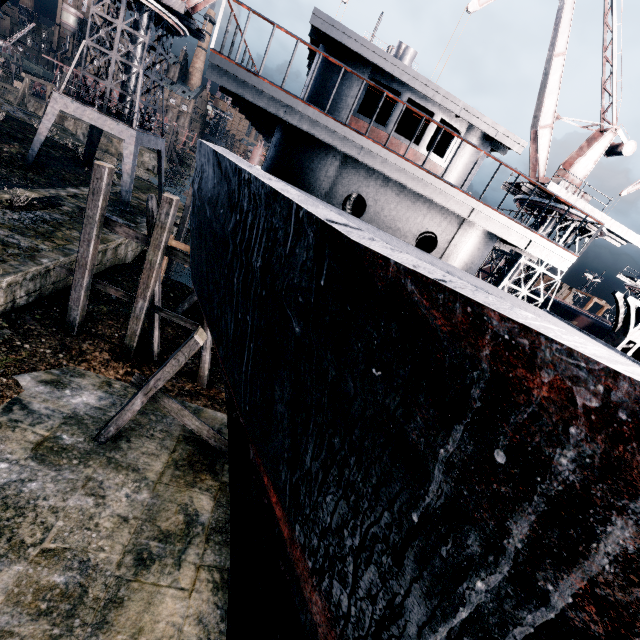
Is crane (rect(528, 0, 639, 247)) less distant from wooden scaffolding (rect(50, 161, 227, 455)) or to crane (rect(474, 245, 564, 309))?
crane (rect(474, 245, 564, 309))

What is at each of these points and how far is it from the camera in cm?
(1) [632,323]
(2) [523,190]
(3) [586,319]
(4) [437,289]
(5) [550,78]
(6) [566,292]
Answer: (1) building, 1362
(2) crane, 2417
(3) ship construction, 2462
(4) ship, 193
(5) crane, 2117
(6) wood pile, 3916

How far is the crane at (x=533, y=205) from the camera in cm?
2323

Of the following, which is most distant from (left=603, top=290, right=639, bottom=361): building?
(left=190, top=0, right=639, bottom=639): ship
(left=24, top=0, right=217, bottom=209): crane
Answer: (left=190, top=0, right=639, bottom=639): ship

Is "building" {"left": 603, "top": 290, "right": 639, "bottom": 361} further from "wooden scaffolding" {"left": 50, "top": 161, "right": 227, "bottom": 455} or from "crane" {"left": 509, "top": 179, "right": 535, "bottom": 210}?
"crane" {"left": 509, "top": 179, "right": 535, "bottom": 210}

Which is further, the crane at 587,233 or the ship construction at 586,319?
the ship construction at 586,319

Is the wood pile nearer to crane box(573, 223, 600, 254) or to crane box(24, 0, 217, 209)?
crane box(573, 223, 600, 254)

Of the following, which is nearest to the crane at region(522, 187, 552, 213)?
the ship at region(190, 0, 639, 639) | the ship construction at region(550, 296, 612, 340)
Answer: the ship construction at region(550, 296, 612, 340)
